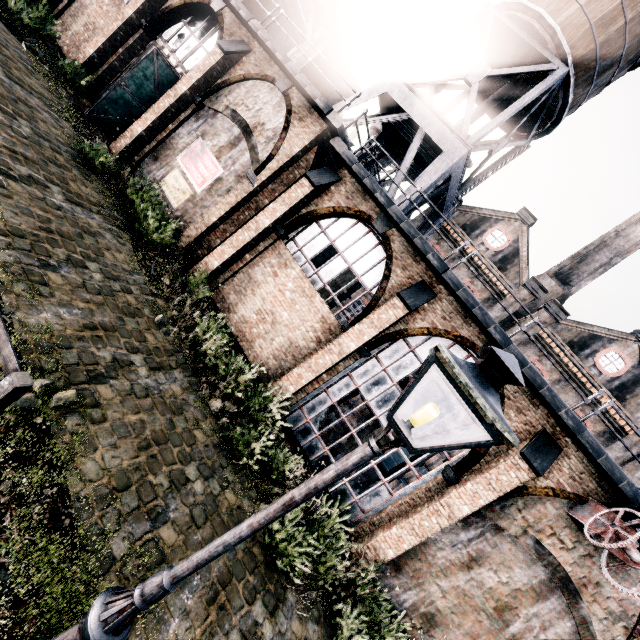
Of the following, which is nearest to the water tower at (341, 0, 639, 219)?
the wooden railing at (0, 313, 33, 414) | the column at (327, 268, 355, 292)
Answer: the column at (327, 268, 355, 292)

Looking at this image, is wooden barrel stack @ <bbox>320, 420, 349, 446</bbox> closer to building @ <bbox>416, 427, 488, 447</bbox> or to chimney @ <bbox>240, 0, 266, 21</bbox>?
building @ <bbox>416, 427, 488, 447</bbox>

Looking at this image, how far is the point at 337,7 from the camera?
58.16m

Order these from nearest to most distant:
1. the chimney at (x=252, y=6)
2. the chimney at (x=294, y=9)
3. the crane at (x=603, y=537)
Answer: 1. the crane at (x=603, y=537)
2. the chimney at (x=252, y=6)
3. the chimney at (x=294, y=9)

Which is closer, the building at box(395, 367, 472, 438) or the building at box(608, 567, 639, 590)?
the building at box(608, 567, 639, 590)

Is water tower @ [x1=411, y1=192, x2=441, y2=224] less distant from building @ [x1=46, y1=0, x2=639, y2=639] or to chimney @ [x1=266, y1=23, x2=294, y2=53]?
building @ [x1=46, y1=0, x2=639, y2=639]

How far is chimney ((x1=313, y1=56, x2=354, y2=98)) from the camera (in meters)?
17.62

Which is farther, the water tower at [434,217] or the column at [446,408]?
the column at [446,408]
